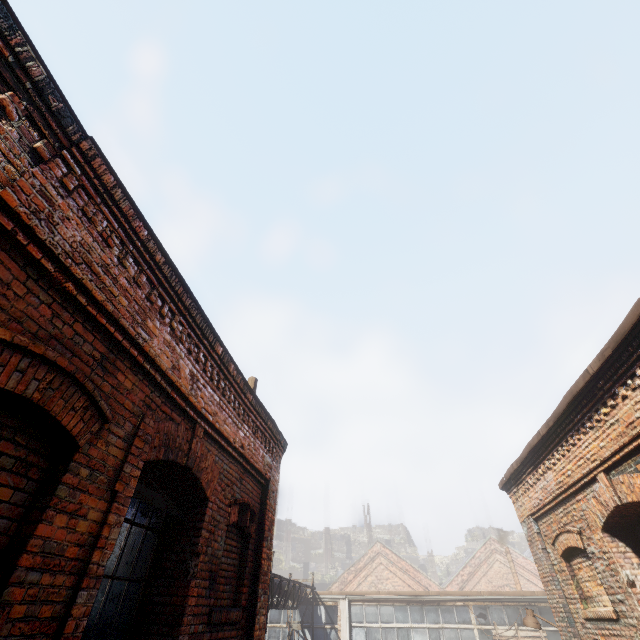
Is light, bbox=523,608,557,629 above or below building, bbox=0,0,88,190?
below

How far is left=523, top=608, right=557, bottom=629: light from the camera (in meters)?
8.28

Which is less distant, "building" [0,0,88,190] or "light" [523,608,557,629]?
"building" [0,0,88,190]

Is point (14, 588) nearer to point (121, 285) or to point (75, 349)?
point (75, 349)

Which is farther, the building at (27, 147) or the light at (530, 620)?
the light at (530, 620)

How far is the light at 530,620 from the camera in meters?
8.3 m
